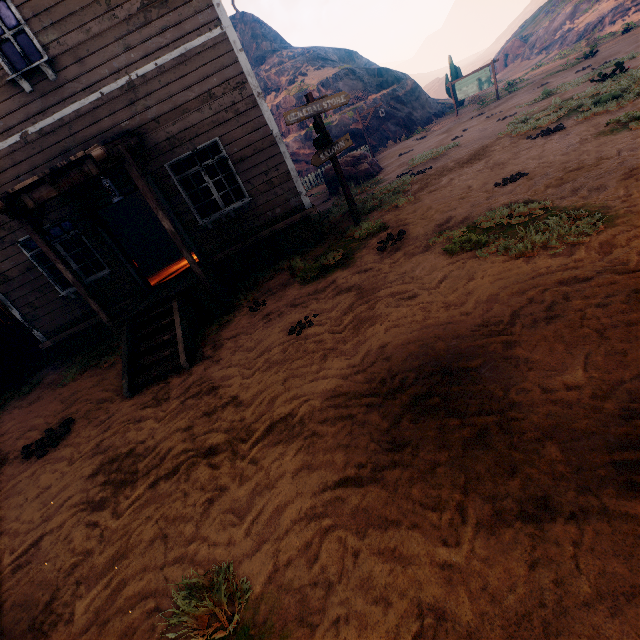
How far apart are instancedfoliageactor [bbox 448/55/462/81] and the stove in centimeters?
2902cm

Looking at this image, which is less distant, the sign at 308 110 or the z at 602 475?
the z at 602 475

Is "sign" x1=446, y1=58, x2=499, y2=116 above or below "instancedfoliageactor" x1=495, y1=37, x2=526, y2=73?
below

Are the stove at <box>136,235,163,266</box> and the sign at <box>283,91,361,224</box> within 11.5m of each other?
yes

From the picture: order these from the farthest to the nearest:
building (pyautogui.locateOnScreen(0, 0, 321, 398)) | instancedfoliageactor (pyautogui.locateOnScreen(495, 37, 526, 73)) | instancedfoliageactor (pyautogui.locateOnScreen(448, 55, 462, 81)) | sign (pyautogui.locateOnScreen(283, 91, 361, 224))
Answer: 1. instancedfoliageactor (pyautogui.locateOnScreen(495, 37, 526, 73))
2. instancedfoliageactor (pyautogui.locateOnScreen(448, 55, 462, 81))
3. sign (pyautogui.locateOnScreen(283, 91, 361, 224))
4. building (pyautogui.locateOnScreen(0, 0, 321, 398))

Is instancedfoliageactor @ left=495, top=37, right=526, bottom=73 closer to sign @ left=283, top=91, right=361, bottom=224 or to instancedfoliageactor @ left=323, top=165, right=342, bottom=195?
instancedfoliageactor @ left=323, top=165, right=342, bottom=195

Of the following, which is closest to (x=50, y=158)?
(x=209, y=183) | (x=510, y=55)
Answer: (x=209, y=183)

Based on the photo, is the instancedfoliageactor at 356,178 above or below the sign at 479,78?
below
